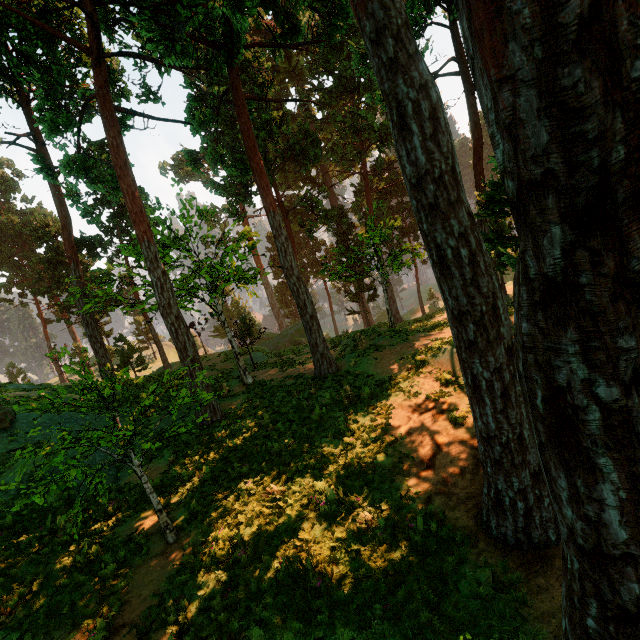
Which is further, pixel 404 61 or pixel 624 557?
pixel 404 61

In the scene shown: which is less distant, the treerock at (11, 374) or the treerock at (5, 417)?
the treerock at (5, 417)

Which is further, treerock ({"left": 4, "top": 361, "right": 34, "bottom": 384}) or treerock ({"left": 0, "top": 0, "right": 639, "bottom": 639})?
treerock ({"left": 4, "top": 361, "right": 34, "bottom": 384})

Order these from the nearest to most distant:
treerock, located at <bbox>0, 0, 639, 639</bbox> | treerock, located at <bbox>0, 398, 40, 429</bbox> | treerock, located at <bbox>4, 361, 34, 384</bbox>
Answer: treerock, located at <bbox>0, 0, 639, 639</bbox>
treerock, located at <bbox>0, 398, 40, 429</bbox>
treerock, located at <bbox>4, 361, 34, 384</bbox>

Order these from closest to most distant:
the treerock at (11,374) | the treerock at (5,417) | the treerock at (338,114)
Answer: the treerock at (338,114), the treerock at (5,417), the treerock at (11,374)
